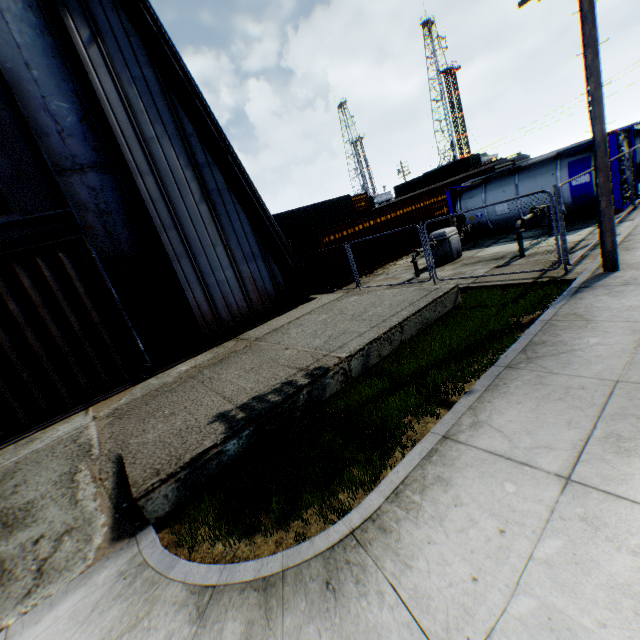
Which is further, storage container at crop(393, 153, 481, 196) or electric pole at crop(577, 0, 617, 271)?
storage container at crop(393, 153, 481, 196)

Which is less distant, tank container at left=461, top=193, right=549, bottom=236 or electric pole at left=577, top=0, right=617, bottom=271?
electric pole at left=577, top=0, right=617, bottom=271

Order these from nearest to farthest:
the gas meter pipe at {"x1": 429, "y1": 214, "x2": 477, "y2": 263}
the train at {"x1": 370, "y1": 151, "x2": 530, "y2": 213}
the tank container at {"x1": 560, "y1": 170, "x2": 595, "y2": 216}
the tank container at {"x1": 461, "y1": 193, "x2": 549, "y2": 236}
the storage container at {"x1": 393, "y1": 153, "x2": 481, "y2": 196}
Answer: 1. the tank container at {"x1": 560, "y1": 170, "x2": 595, "y2": 216}
2. the gas meter pipe at {"x1": 429, "y1": 214, "x2": 477, "y2": 263}
3. the tank container at {"x1": 461, "y1": 193, "x2": 549, "y2": 236}
4. the train at {"x1": 370, "y1": 151, "x2": 530, "y2": 213}
5. the storage container at {"x1": 393, "y1": 153, "x2": 481, "y2": 196}

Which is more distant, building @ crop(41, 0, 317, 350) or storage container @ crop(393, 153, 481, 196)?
storage container @ crop(393, 153, 481, 196)

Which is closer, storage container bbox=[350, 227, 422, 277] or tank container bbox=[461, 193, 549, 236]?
tank container bbox=[461, 193, 549, 236]

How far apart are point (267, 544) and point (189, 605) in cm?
89

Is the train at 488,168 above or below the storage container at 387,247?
above

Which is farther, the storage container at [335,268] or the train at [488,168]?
the train at [488,168]
